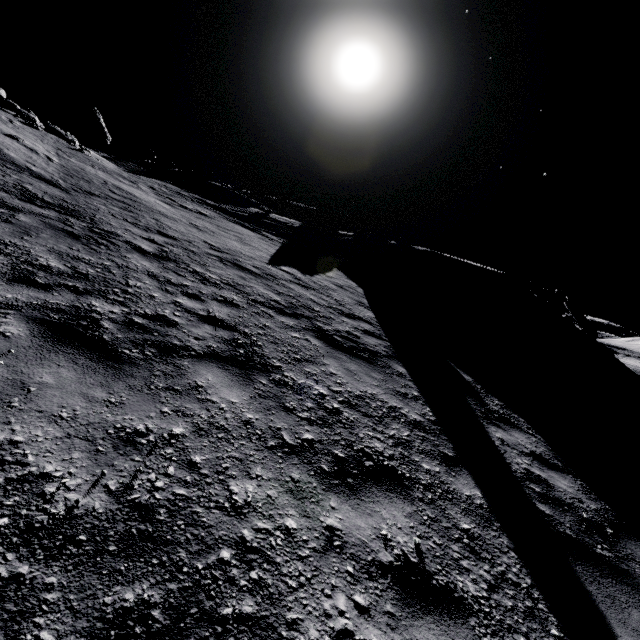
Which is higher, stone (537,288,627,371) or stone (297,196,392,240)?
stone (297,196,392,240)

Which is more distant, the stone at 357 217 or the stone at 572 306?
the stone at 357 217

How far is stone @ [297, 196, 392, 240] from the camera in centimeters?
3831cm

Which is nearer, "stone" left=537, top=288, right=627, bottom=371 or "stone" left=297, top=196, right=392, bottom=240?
"stone" left=537, top=288, right=627, bottom=371

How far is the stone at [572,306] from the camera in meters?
20.8

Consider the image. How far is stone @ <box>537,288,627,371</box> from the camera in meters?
20.8

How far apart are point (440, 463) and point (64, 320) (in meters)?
4.77
